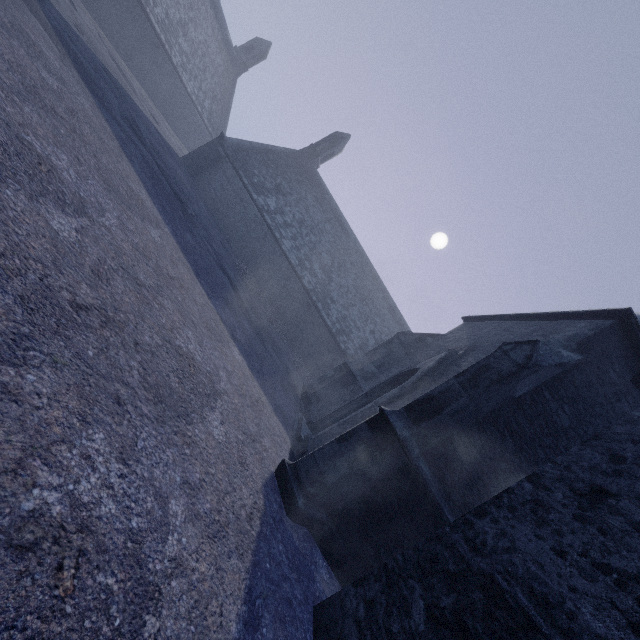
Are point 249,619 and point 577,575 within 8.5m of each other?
yes
